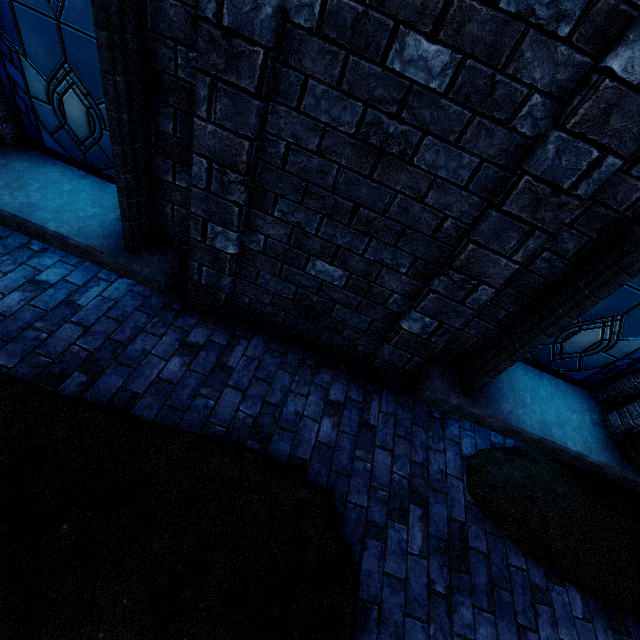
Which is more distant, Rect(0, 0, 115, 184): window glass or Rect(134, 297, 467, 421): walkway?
Rect(134, 297, 467, 421): walkway

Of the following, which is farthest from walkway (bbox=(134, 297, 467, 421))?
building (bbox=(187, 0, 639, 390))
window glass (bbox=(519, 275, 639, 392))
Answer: window glass (bbox=(519, 275, 639, 392))

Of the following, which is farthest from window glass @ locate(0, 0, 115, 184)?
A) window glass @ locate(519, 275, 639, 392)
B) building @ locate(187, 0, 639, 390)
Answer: window glass @ locate(519, 275, 639, 392)

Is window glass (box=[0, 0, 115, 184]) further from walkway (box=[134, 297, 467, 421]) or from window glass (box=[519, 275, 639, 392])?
window glass (box=[519, 275, 639, 392])

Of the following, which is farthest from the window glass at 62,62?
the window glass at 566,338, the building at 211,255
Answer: the window glass at 566,338

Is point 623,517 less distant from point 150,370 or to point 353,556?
point 353,556

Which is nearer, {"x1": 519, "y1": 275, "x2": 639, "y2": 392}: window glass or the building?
the building
